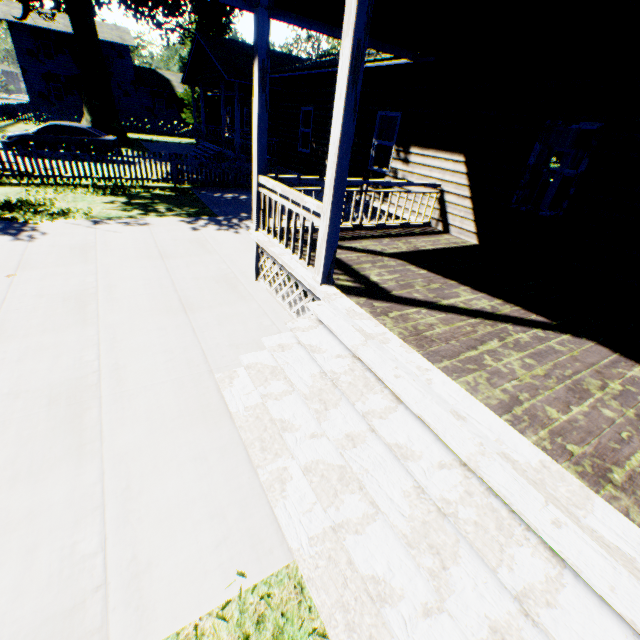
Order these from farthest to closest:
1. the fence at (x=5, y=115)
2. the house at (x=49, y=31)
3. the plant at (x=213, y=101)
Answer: the plant at (x=213, y=101) → the house at (x=49, y=31) → the fence at (x=5, y=115)

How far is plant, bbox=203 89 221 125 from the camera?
34.41m

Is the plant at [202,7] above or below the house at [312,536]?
above

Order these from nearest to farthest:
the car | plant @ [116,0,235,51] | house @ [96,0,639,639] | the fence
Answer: house @ [96,0,639,639]
the car
plant @ [116,0,235,51]
the fence

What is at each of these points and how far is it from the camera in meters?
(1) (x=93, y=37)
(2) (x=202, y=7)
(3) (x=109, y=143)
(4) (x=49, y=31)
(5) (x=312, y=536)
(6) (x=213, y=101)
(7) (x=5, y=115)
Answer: (1) plant, 22.4 m
(2) plant, 21.5 m
(3) car, 16.7 m
(4) house, 31.9 m
(5) house, 2.5 m
(6) plant, 35.5 m
(7) fence, 29.3 m

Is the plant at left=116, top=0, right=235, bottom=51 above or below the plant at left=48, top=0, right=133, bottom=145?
above

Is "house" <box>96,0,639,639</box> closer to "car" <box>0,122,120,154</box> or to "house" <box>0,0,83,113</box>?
"car" <box>0,122,120,154</box>

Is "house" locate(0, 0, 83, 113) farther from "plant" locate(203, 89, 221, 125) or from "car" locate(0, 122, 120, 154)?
"car" locate(0, 122, 120, 154)
